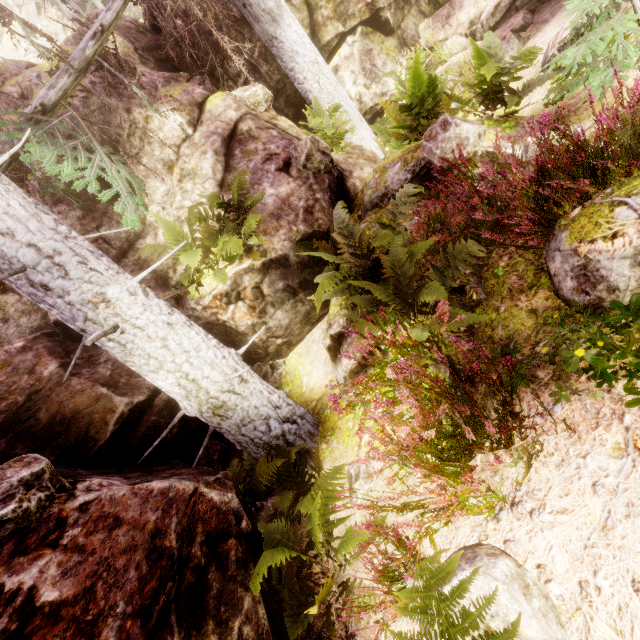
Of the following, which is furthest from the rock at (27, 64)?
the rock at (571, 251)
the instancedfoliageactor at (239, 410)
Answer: the rock at (571, 251)

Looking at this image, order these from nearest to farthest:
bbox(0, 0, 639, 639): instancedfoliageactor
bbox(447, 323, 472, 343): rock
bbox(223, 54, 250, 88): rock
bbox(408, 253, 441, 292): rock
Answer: bbox(0, 0, 639, 639): instancedfoliageactor < bbox(447, 323, 472, 343): rock < bbox(408, 253, 441, 292): rock < bbox(223, 54, 250, 88): rock

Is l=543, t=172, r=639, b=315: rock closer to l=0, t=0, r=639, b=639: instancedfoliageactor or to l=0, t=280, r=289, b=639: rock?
l=0, t=0, r=639, b=639: instancedfoliageactor

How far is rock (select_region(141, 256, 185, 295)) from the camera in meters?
5.7 m

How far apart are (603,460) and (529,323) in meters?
1.2

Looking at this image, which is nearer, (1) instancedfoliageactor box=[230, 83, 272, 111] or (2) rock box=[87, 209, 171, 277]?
(2) rock box=[87, 209, 171, 277]

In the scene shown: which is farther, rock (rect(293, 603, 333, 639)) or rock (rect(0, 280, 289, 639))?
rock (rect(293, 603, 333, 639))

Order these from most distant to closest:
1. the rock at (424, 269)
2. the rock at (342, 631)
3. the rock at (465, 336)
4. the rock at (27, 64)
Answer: the rock at (27, 64), the rock at (424, 269), the rock at (465, 336), the rock at (342, 631)
